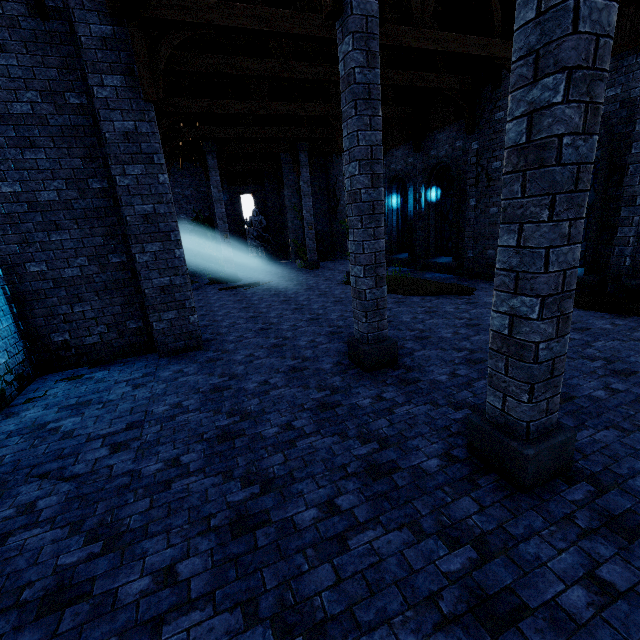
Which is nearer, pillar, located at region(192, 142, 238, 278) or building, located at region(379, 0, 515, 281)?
building, located at region(379, 0, 515, 281)

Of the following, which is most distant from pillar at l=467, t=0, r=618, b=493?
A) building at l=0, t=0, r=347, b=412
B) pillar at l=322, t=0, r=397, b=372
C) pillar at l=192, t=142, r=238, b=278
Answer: pillar at l=192, t=142, r=238, b=278

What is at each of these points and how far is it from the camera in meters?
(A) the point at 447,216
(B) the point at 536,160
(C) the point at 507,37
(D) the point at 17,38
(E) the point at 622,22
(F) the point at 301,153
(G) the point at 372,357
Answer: (A) window glass, 14.1
(B) pillar, 2.5
(C) building, 9.7
(D) building, 5.8
(E) building, 7.5
(F) pillar, 17.9
(G) pillar, 5.8

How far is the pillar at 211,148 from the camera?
16.25m

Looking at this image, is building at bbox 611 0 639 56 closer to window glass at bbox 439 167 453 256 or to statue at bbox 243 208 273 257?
window glass at bbox 439 167 453 256

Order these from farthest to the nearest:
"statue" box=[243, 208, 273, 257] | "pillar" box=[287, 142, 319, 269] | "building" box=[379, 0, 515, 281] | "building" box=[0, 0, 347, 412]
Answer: "statue" box=[243, 208, 273, 257]
"pillar" box=[287, 142, 319, 269]
"building" box=[379, 0, 515, 281]
"building" box=[0, 0, 347, 412]

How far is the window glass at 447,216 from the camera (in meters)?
13.63
